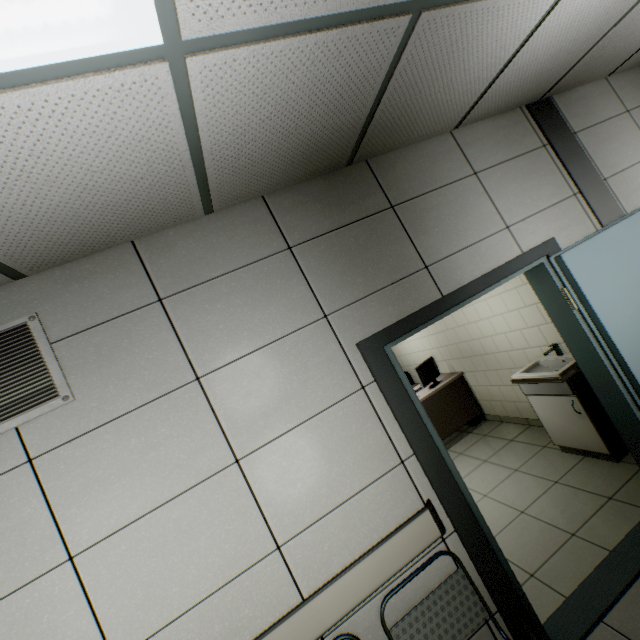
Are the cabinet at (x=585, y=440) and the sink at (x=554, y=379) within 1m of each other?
yes

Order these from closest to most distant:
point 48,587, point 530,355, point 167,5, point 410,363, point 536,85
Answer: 1. point 167,5
2. point 48,587
3. point 536,85
4. point 530,355
5. point 410,363

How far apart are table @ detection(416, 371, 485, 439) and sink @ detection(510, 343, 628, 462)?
1.5 meters

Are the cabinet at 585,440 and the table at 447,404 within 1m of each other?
no

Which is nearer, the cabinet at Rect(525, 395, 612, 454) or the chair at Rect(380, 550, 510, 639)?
the chair at Rect(380, 550, 510, 639)

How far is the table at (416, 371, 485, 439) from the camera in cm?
505

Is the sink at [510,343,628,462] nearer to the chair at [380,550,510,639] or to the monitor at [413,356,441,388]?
the monitor at [413,356,441,388]

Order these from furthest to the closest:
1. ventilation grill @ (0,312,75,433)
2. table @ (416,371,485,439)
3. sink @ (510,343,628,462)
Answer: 1. table @ (416,371,485,439)
2. sink @ (510,343,628,462)
3. ventilation grill @ (0,312,75,433)
